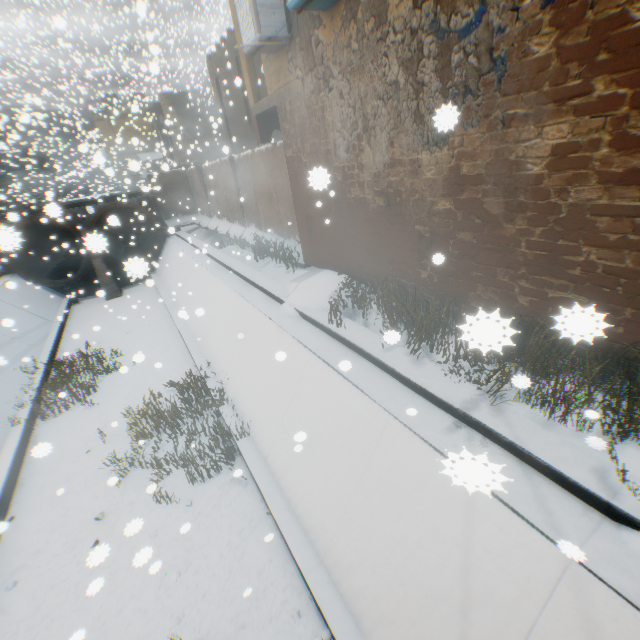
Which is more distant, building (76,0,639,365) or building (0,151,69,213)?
building (0,151,69,213)

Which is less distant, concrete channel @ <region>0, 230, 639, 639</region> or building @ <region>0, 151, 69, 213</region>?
concrete channel @ <region>0, 230, 639, 639</region>

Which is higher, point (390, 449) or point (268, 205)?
point (268, 205)

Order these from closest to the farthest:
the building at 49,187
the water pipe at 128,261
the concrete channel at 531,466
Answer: the concrete channel at 531,466 < the water pipe at 128,261 < the building at 49,187

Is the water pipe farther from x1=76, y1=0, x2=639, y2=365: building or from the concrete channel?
x1=76, y1=0, x2=639, y2=365: building

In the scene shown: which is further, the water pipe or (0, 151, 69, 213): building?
(0, 151, 69, 213): building

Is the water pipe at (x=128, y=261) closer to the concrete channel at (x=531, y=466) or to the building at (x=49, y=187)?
the concrete channel at (x=531, y=466)

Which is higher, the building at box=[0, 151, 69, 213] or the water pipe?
the building at box=[0, 151, 69, 213]
